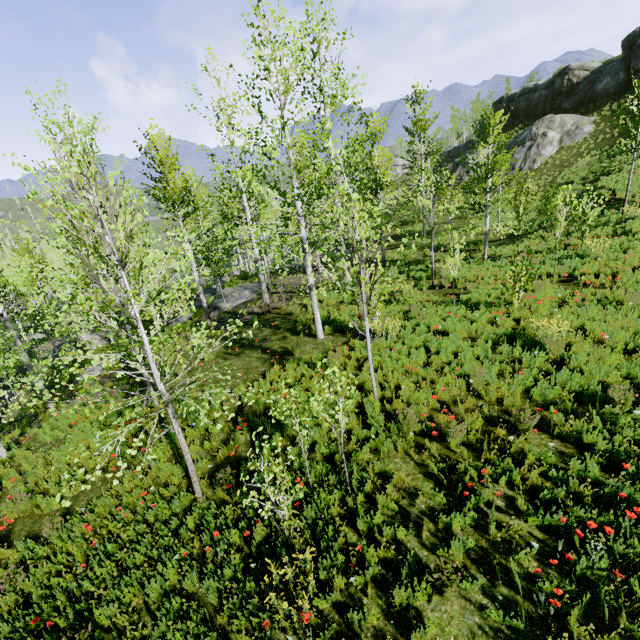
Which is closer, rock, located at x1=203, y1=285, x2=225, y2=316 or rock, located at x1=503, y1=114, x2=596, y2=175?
rock, located at x1=203, y1=285, x2=225, y2=316

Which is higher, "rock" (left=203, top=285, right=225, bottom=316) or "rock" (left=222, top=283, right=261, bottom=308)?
"rock" (left=222, top=283, right=261, bottom=308)

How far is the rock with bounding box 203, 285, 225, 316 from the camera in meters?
23.4

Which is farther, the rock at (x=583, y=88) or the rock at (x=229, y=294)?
the rock at (x=583, y=88)

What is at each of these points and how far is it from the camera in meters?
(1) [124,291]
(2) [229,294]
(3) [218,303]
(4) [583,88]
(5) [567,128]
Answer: (1) instancedfoliageactor, 4.9 m
(2) rock, 24.9 m
(3) rock, 24.2 m
(4) rock, 31.4 m
(5) rock, 29.4 m

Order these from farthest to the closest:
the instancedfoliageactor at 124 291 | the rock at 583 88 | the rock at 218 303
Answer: the rock at 583 88, the rock at 218 303, the instancedfoliageactor at 124 291

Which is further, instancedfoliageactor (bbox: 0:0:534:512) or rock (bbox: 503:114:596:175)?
rock (bbox: 503:114:596:175)

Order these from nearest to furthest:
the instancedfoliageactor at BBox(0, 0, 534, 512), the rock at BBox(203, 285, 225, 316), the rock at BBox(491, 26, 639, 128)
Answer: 1. the instancedfoliageactor at BBox(0, 0, 534, 512)
2. the rock at BBox(203, 285, 225, 316)
3. the rock at BBox(491, 26, 639, 128)
